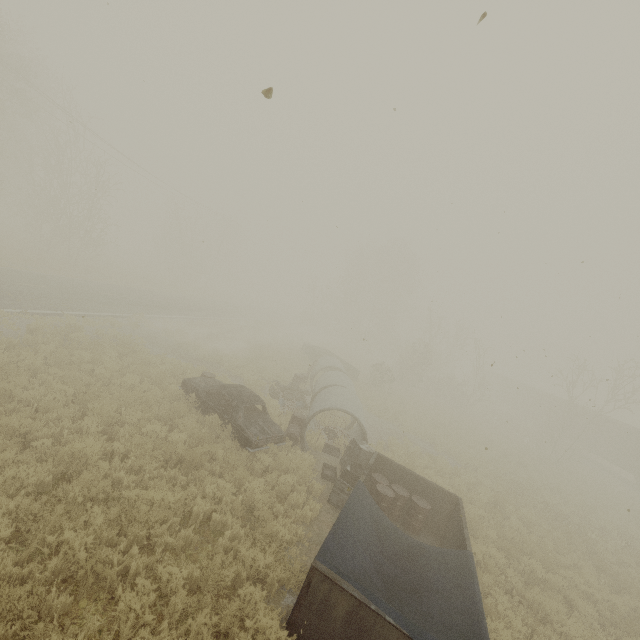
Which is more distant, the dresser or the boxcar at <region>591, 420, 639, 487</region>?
the boxcar at <region>591, 420, 639, 487</region>

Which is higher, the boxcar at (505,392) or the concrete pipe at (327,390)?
the boxcar at (505,392)

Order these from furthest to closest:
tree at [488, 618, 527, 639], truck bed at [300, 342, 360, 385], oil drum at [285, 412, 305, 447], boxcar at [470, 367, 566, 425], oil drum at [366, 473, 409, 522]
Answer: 1. boxcar at [470, 367, 566, 425]
2. truck bed at [300, 342, 360, 385]
3. oil drum at [285, 412, 305, 447]
4. oil drum at [366, 473, 409, 522]
5. tree at [488, 618, 527, 639]

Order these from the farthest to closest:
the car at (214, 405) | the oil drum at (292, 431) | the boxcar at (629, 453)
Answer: the boxcar at (629, 453), the oil drum at (292, 431), the car at (214, 405)

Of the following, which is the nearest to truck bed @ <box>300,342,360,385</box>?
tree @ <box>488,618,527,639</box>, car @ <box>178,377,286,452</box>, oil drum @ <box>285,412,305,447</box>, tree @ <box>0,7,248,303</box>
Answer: oil drum @ <box>285,412,305,447</box>

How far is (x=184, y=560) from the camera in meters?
5.9

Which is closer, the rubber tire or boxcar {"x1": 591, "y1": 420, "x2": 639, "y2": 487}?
the rubber tire

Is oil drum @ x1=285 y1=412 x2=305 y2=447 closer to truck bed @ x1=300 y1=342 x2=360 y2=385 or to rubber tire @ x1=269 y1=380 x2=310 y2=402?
rubber tire @ x1=269 y1=380 x2=310 y2=402
